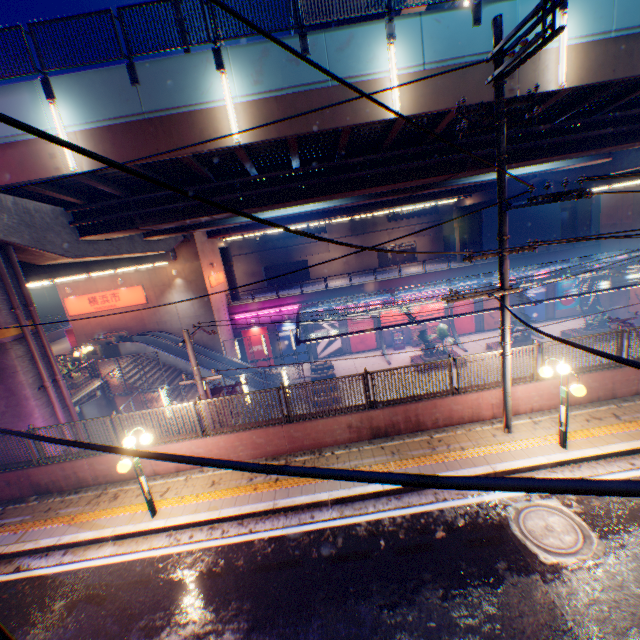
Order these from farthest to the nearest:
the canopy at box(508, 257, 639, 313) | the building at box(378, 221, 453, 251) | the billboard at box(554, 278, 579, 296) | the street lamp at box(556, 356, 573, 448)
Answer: the building at box(378, 221, 453, 251) < the billboard at box(554, 278, 579, 296) < the canopy at box(508, 257, 639, 313) < the street lamp at box(556, 356, 573, 448)

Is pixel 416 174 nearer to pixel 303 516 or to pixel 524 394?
pixel 524 394

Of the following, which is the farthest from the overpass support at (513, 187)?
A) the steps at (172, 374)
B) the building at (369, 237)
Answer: the building at (369, 237)

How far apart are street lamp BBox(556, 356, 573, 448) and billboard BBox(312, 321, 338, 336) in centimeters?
2457cm

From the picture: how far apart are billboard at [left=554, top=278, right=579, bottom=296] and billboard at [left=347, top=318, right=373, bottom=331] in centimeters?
1864cm

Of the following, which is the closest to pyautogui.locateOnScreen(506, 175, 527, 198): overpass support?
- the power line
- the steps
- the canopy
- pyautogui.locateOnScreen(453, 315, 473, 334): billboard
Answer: the power line

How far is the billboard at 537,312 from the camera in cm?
3294

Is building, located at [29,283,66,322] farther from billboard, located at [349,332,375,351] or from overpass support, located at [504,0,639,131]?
billboard, located at [349,332,375,351]
